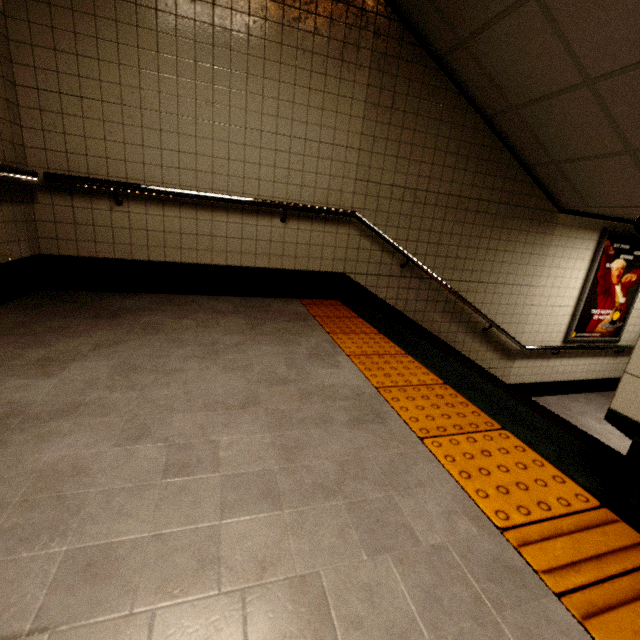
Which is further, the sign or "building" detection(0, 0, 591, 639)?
the sign

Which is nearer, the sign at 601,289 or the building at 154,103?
the building at 154,103

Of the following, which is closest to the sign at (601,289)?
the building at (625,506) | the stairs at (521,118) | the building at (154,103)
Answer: the building at (625,506)

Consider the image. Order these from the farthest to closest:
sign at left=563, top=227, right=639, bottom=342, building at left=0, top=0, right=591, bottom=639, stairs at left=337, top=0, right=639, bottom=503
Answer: sign at left=563, top=227, right=639, bottom=342
stairs at left=337, top=0, right=639, bottom=503
building at left=0, top=0, right=591, bottom=639

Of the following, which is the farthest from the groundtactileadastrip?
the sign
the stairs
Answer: the sign

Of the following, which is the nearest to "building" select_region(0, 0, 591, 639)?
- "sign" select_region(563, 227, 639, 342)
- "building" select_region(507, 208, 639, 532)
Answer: "building" select_region(507, 208, 639, 532)

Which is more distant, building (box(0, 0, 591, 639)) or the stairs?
the stairs

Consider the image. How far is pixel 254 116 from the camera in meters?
3.0 m
